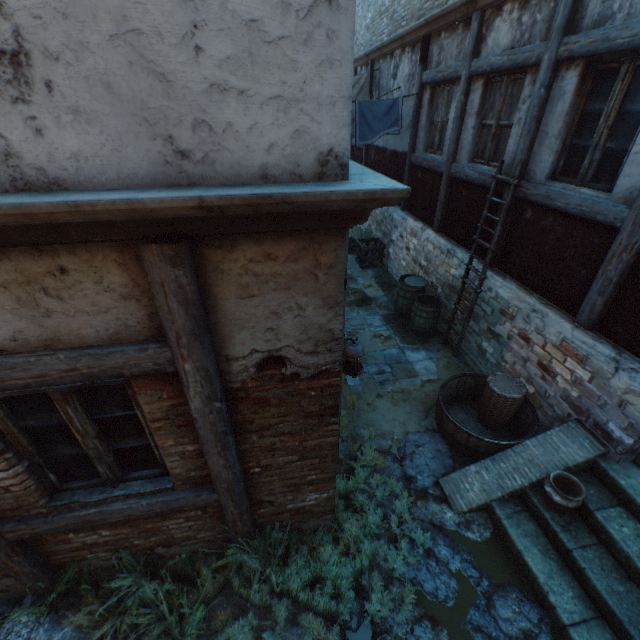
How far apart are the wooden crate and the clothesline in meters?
3.0 m

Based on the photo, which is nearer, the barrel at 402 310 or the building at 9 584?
the building at 9 584

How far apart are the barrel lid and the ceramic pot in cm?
440

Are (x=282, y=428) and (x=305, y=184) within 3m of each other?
yes

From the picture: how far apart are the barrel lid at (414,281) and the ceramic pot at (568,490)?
4.4m

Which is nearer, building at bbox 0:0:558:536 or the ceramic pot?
building at bbox 0:0:558:536

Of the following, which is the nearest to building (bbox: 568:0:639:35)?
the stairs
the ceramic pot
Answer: the stairs

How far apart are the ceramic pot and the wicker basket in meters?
1.0 m
